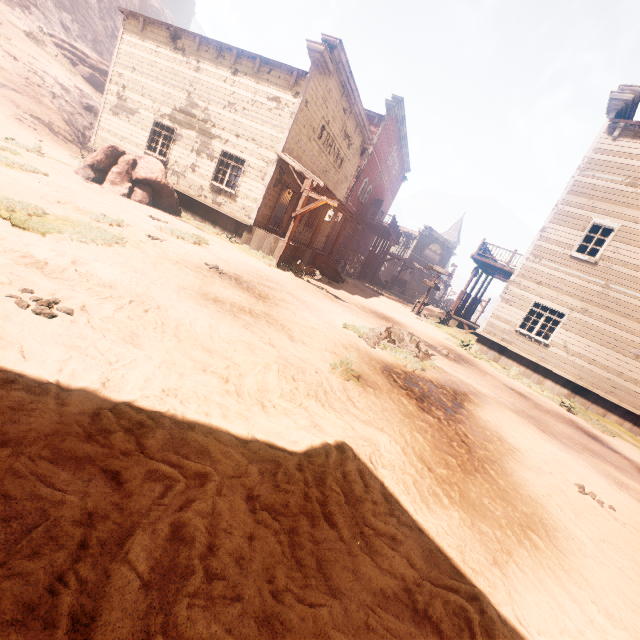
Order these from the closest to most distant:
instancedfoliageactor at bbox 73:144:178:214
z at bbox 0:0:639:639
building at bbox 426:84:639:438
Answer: z at bbox 0:0:639:639, instancedfoliageactor at bbox 73:144:178:214, building at bbox 426:84:639:438

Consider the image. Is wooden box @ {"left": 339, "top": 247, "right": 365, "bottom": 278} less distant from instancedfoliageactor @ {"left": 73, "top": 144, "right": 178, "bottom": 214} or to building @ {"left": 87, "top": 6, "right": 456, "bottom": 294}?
building @ {"left": 87, "top": 6, "right": 456, "bottom": 294}

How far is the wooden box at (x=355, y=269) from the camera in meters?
25.1

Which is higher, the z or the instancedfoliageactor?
the instancedfoliageactor

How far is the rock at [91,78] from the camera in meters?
31.8

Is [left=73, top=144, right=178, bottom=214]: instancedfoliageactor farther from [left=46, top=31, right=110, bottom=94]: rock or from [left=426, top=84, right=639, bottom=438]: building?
[left=46, top=31, right=110, bottom=94]: rock

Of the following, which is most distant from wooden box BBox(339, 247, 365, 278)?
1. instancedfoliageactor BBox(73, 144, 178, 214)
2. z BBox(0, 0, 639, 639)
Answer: instancedfoliageactor BBox(73, 144, 178, 214)

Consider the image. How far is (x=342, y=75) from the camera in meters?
14.2
